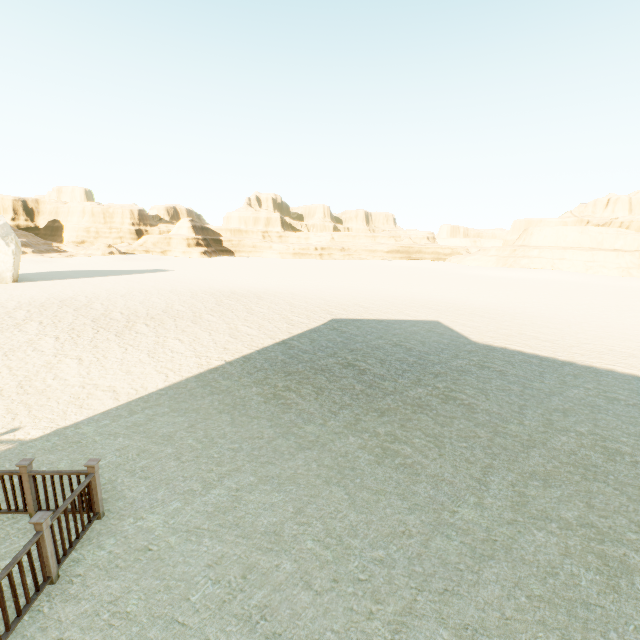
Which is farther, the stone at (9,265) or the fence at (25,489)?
the stone at (9,265)

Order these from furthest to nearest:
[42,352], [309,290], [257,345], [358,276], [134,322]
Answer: [358,276], [309,290], [134,322], [257,345], [42,352]

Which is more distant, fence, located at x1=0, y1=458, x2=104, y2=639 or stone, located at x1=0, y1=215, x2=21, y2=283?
stone, located at x1=0, y1=215, x2=21, y2=283
